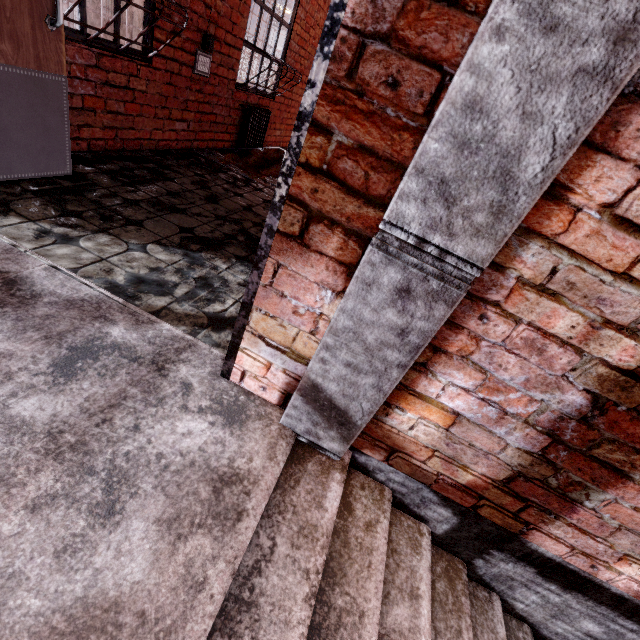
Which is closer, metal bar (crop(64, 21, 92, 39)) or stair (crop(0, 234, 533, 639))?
stair (crop(0, 234, 533, 639))

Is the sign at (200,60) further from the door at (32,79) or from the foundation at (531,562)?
the foundation at (531,562)

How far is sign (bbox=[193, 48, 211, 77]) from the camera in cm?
360

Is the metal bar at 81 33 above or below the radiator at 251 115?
A: above

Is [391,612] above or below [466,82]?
below

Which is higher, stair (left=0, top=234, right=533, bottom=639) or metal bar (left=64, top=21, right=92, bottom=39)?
metal bar (left=64, top=21, right=92, bottom=39)

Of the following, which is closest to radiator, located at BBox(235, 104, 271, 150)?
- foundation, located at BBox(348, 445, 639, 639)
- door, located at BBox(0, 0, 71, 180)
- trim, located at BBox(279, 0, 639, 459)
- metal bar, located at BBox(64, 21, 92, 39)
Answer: trim, located at BBox(279, 0, 639, 459)

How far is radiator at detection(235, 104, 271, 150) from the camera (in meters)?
4.95
